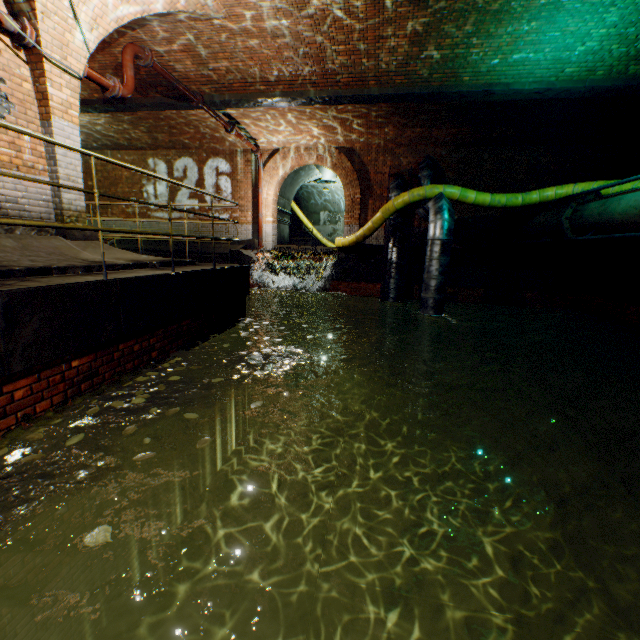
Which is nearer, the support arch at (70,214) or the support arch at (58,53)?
the support arch at (58,53)

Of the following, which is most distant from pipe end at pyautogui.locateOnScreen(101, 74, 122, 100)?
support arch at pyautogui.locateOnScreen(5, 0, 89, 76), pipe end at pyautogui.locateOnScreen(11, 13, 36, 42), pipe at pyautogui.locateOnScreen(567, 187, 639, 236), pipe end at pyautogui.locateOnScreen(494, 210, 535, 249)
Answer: pipe end at pyautogui.locateOnScreen(494, 210, 535, 249)

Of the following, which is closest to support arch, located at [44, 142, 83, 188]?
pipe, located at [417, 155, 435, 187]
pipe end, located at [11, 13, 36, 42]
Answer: pipe end, located at [11, 13, 36, 42]

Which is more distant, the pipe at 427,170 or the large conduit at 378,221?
the pipe at 427,170

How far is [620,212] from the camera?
6.5 meters

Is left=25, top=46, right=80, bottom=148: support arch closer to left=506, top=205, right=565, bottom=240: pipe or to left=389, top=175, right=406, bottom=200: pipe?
left=389, top=175, right=406, bottom=200: pipe

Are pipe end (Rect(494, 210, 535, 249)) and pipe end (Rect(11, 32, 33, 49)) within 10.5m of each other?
no

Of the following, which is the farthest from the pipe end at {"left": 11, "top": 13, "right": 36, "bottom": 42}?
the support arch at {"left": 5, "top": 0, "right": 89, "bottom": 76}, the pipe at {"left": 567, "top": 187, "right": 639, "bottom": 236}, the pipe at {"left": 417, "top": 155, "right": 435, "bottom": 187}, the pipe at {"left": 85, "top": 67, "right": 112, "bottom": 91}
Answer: the pipe at {"left": 567, "top": 187, "right": 639, "bottom": 236}
